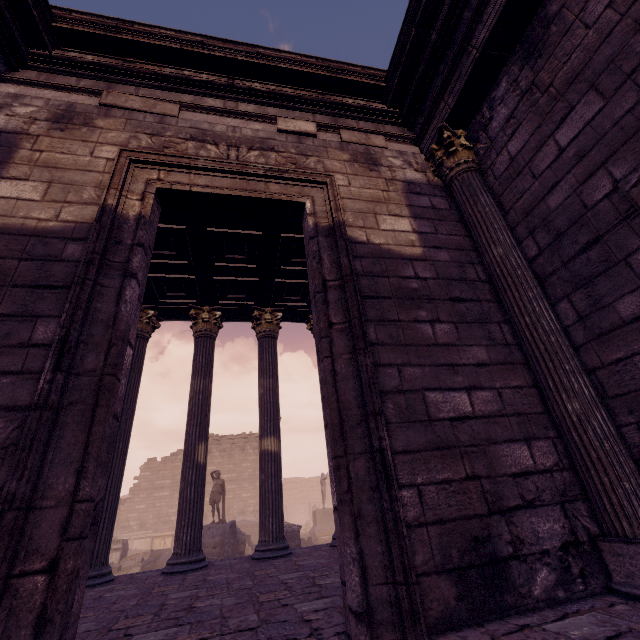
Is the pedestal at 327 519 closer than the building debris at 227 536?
No

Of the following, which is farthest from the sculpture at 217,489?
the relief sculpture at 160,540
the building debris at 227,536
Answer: the relief sculpture at 160,540

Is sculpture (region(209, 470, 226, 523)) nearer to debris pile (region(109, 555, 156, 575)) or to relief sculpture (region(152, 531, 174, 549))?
debris pile (region(109, 555, 156, 575))

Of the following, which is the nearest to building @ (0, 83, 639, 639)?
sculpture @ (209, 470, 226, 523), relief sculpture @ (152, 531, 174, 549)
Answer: sculpture @ (209, 470, 226, 523)

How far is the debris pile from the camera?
14.01m

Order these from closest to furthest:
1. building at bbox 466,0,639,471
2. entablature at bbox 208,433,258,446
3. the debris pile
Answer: building at bbox 466,0,639,471, the debris pile, entablature at bbox 208,433,258,446

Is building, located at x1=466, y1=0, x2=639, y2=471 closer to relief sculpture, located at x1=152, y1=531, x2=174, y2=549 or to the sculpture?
the sculpture

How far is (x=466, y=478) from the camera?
2.4 meters
